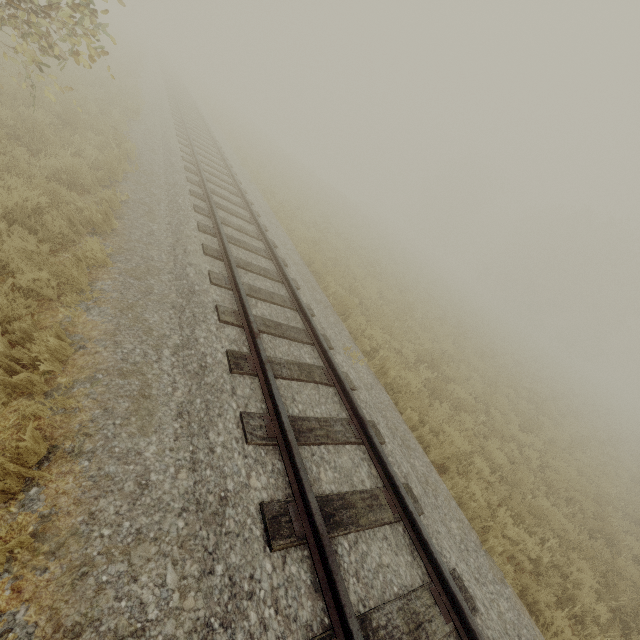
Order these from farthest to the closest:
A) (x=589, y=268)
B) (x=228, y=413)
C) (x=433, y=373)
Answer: (x=589, y=268) → (x=433, y=373) → (x=228, y=413)
